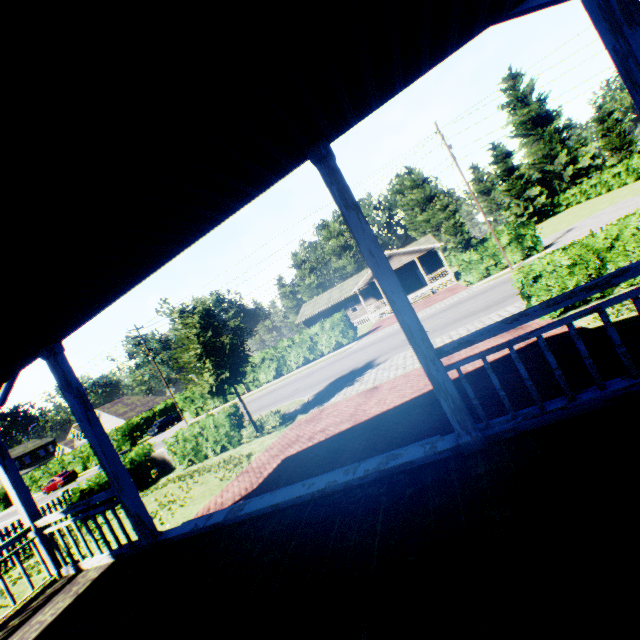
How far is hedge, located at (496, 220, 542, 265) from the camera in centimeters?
2422cm

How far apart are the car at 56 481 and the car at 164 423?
9.0 meters

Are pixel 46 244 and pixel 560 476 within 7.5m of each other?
yes

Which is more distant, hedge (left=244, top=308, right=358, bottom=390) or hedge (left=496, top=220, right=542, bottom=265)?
hedge (left=244, top=308, right=358, bottom=390)

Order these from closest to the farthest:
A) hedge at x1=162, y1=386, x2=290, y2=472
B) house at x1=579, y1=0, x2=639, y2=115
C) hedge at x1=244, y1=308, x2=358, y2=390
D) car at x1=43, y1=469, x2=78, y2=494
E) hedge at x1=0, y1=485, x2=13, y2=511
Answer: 1. house at x1=579, y1=0, x2=639, y2=115
2. hedge at x1=162, y1=386, x2=290, y2=472
3. hedge at x1=244, y1=308, x2=358, y2=390
4. car at x1=43, y1=469, x2=78, y2=494
5. hedge at x1=0, y1=485, x2=13, y2=511

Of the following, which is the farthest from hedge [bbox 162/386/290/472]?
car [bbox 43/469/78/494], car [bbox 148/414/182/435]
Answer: car [bbox 43/469/78/494]

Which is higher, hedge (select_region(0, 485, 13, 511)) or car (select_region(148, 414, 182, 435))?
hedge (select_region(0, 485, 13, 511))

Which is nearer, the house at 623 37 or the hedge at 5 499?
the house at 623 37
